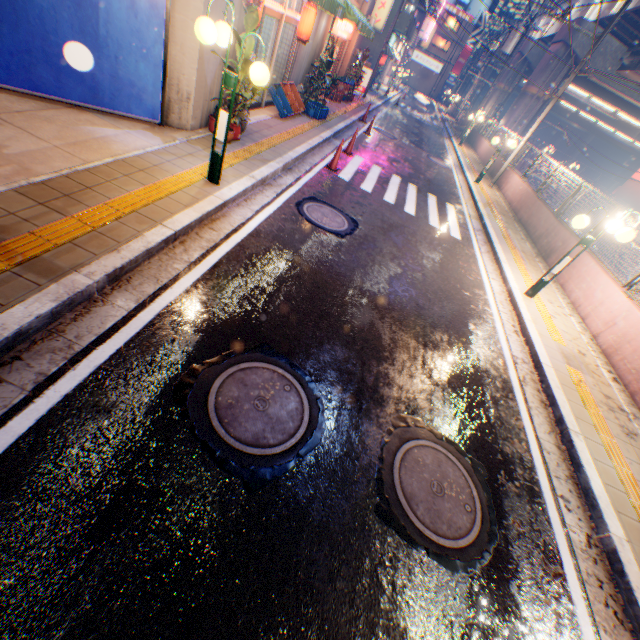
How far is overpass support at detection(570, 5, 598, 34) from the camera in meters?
21.7

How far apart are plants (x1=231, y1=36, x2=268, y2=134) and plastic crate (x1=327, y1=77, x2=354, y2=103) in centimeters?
1019cm

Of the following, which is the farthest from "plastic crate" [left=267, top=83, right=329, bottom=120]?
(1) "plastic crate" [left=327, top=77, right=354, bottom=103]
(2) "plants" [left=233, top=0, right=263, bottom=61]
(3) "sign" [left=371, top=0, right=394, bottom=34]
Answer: (3) "sign" [left=371, top=0, right=394, bottom=34]

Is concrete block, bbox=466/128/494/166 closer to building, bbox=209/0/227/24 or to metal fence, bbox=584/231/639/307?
metal fence, bbox=584/231/639/307

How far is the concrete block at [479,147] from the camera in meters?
21.3 m

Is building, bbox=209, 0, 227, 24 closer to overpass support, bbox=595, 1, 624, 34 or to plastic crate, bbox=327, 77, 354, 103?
plastic crate, bbox=327, 77, 354, 103

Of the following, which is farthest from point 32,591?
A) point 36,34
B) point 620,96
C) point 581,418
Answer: point 620,96

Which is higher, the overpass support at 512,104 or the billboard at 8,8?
the overpass support at 512,104
